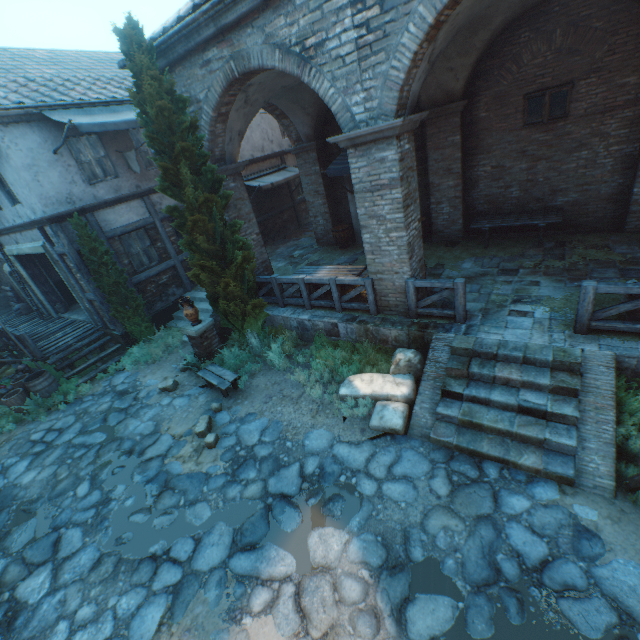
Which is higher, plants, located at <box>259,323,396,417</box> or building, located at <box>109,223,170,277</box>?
building, located at <box>109,223,170,277</box>

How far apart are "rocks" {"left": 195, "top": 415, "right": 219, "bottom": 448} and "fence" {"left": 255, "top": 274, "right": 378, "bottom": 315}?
4.0 meters

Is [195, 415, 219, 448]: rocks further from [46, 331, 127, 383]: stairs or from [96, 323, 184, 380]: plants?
[46, 331, 127, 383]: stairs

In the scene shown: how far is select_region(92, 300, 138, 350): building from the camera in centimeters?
1105cm

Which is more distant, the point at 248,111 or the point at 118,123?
the point at 118,123

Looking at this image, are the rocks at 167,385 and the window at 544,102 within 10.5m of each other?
no

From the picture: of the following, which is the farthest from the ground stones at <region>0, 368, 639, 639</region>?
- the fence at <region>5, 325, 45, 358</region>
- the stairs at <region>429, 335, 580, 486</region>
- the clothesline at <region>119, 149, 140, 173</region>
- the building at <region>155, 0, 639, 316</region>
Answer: the clothesline at <region>119, 149, 140, 173</region>

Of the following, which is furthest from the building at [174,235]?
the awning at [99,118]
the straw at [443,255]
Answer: the awning at [99,118]
